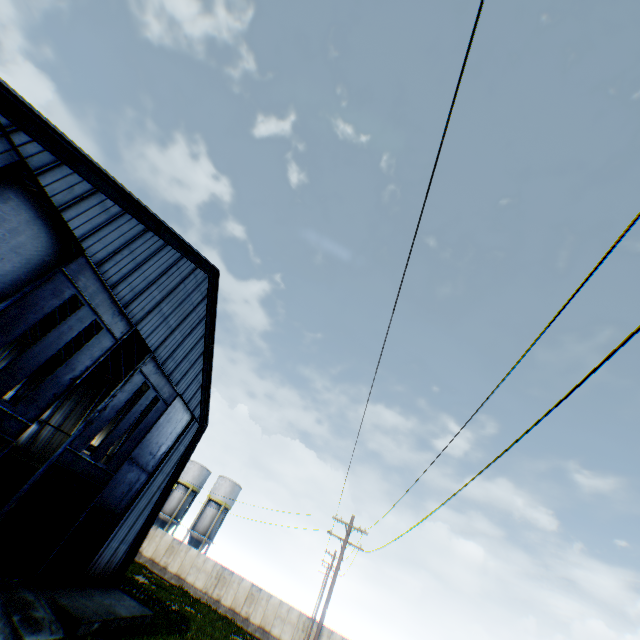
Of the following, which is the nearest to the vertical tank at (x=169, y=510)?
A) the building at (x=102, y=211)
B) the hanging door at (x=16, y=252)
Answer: the building at (x=102, y=211)

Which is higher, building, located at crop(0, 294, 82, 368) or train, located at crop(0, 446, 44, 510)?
building, located at crop(0, 294, 82, 368)

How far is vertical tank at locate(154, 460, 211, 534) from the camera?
45.7 meters

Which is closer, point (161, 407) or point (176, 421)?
point (161, 407)

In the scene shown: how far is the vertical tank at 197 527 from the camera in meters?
44.2 m

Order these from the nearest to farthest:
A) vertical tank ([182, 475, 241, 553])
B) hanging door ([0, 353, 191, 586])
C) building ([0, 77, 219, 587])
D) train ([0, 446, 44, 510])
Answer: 1. building ([0, 77, 219, 587])
2. hanging door ([0, 353, 191, 586])
3. train ([0, 446, 44, 510])
4. vertical tank ([182, 475, 241, 553])

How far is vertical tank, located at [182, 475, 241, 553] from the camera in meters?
44.2

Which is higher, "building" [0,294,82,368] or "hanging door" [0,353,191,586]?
"building" [0,294,82,368]
